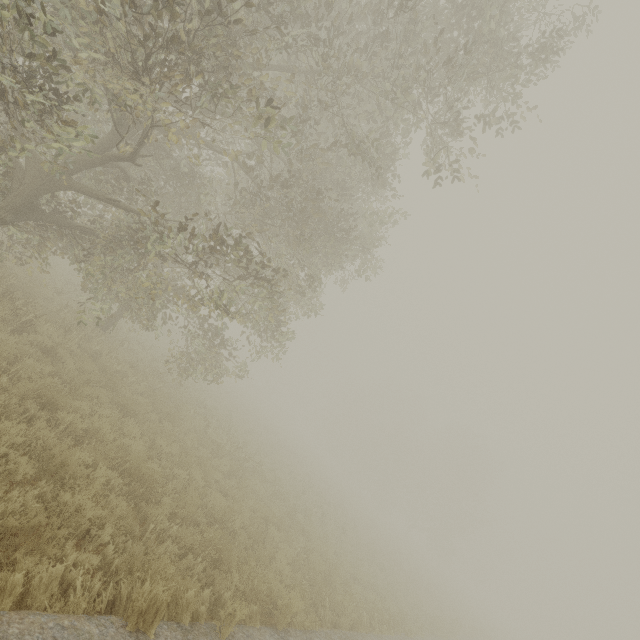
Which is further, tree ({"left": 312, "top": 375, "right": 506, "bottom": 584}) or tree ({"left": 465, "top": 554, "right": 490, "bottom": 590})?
tree ({"left": 465, "top": 554, "right": 490, "bottom": 590})

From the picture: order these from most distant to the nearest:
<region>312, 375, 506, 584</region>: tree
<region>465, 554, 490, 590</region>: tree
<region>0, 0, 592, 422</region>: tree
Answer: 1. <region>465, 554, 490, 590</region>: tree
2. <region>312, 375, 506, 584</region>: tree
3. <region>0, 0, 592, 422</region>: tree

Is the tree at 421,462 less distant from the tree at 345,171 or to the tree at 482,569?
the tree at 482,569

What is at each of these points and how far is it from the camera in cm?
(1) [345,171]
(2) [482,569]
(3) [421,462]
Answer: (1) tree, 1213
(2) tree, 5800
(3) tree, 4516

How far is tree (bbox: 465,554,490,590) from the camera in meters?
57.7 m

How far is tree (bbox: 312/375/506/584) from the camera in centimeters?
4056cm

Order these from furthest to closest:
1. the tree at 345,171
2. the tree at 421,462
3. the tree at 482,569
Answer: the tree at 482,569, the tree at 421,462, the tree at 345,171

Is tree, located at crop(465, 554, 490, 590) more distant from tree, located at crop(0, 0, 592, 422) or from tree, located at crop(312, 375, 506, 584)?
tree, located at crop(0, 0, 592, 422)
